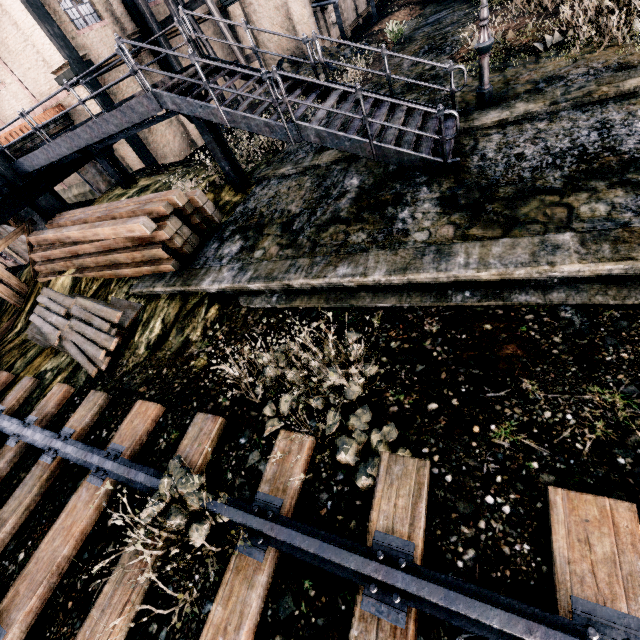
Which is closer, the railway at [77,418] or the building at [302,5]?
the railway at [77,418]

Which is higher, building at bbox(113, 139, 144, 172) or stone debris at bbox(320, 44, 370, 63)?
building at bbox(113, 139, 144, 172)

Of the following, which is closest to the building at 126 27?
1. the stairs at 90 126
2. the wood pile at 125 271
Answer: the stairs at 90 126

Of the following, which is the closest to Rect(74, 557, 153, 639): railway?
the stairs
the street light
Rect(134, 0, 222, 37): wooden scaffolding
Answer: the stairs

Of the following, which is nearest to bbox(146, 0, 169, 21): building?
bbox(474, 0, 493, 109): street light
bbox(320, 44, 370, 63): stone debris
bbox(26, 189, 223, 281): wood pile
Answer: bbox(320, 44, 370, 63): stone debris

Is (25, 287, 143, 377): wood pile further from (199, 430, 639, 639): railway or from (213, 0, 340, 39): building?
(213, 0, 340, 39): building

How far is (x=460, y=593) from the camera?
3.3 meters

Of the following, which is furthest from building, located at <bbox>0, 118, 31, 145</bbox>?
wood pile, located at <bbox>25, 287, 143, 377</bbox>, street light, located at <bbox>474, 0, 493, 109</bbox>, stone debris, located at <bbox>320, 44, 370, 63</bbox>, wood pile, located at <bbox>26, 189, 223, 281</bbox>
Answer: street light, located at <bbox>474, 0, 493, 109</bbox>
